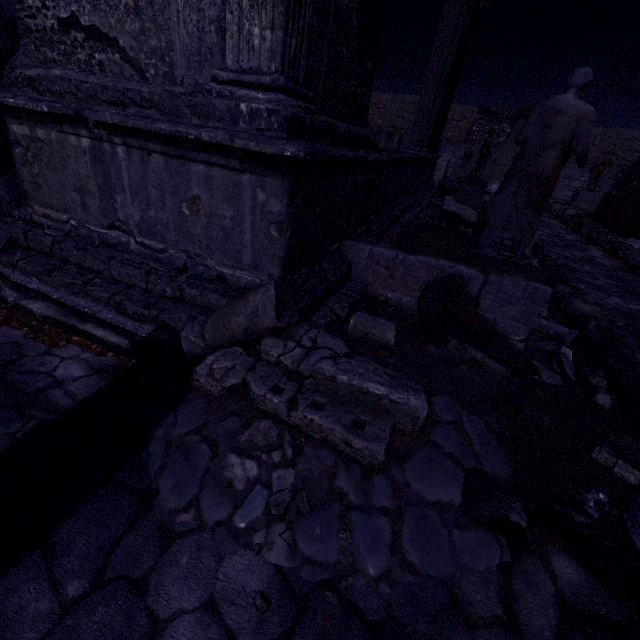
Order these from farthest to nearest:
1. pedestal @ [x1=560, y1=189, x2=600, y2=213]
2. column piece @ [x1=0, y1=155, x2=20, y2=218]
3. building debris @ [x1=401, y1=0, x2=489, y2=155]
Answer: pedestal @ [x1=560, y1=189, x2=600, y2=213]
building debris @ [x1=401, y1=0, x2=489, y2=155]
column piece @ [x1=0, y1=155, x2=20, y2=218]

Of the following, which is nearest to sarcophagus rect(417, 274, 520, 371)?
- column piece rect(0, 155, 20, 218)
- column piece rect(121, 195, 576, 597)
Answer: column piece rect(121, 195, 576, 597)

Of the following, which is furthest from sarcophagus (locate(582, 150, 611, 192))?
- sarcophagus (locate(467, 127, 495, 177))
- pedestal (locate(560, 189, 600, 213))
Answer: sarcophagus (locate(467, 127, 495, 177))

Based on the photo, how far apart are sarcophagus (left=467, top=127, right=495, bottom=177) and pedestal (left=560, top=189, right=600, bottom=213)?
13.7m

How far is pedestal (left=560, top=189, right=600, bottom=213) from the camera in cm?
1900

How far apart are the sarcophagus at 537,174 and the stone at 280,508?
3.47m

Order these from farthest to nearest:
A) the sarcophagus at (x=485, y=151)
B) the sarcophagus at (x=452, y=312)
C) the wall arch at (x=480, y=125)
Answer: the wall arch at (x=480, y=125) < the sarcophagus at (x=485, y=151) < the sarcophagus at (x=452, y=312)

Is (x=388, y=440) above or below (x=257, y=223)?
below
